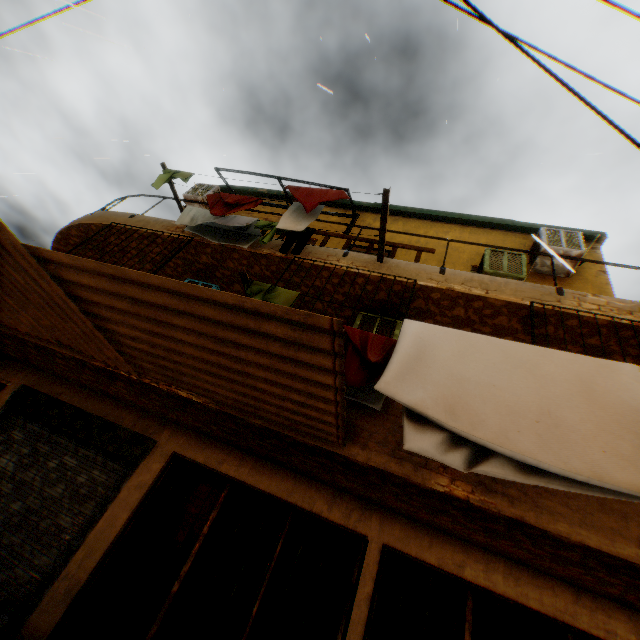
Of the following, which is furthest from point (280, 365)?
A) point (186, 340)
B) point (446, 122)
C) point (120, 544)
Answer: point (446, 122)

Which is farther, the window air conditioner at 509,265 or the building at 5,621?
the window air conditioner at 509,265

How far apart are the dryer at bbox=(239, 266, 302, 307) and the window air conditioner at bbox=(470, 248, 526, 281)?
3.4m

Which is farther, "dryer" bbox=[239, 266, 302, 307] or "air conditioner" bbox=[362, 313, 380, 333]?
"air conditioner" bbox=[362, 313, 380, 333]

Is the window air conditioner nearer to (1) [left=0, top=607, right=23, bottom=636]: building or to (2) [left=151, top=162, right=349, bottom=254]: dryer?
(1) [left=0, top=607, right=23, bottom=636]: building

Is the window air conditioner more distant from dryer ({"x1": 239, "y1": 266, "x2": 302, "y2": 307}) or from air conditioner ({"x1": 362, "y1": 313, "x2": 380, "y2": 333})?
dryer ({"x1": 239, "y1": 266, "x2": 302, "y2": 307})

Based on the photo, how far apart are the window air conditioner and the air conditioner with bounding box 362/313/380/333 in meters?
2.1 m

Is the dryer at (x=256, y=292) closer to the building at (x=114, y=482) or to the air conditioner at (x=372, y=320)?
the building at (x=114, y=482)
